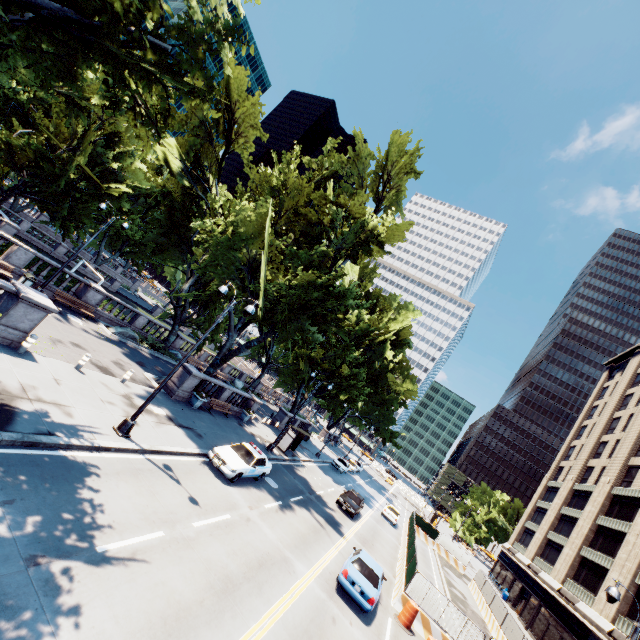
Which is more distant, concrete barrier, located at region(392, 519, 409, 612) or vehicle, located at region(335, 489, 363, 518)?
vehicle, located at region(335, 489, 363, 518)

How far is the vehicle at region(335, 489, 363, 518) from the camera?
26.0m

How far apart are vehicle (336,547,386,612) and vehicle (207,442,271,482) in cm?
616

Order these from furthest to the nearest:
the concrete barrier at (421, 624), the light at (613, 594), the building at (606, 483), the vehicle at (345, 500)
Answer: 1. the building at (606, 483)
2. the vehicle at (345, 500)
3. the concrete barrier at (421, 624)
4. the light at (613, 594)

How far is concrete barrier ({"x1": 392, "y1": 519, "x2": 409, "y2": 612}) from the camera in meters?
16.9

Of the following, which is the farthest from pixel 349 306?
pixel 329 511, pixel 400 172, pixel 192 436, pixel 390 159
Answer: pixel 329 511

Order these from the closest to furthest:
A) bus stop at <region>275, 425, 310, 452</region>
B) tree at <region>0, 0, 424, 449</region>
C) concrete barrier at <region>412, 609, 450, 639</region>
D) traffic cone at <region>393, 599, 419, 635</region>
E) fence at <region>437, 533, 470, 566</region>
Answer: tree at <region>0, 0, 424, 449</region> → traffic cone at <region>393, 599, 419, 635</region> → concrete barrier at <region>412, 609, 450, 639</region> → bus stop at <region>275, 425, 310, 452</region> → fence at <region>437, 533, 470, 566</region>

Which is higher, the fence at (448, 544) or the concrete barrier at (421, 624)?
the fence at (448, 544)
